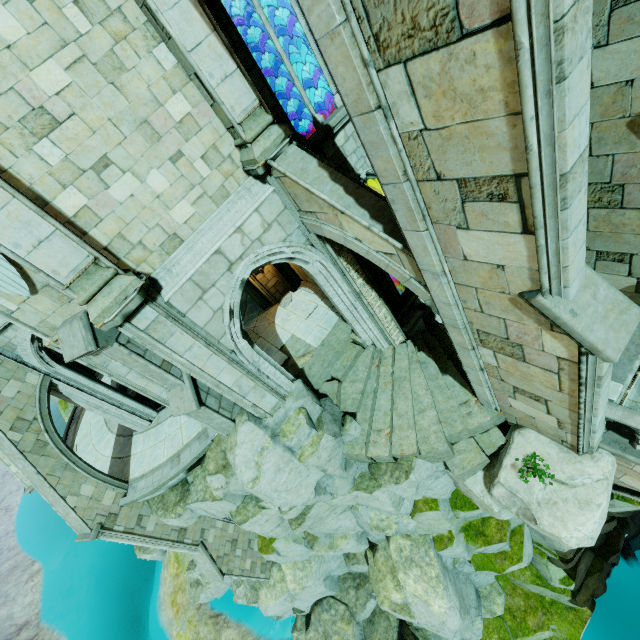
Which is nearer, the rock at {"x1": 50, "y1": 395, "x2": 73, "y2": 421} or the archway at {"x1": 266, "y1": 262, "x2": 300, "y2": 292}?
the archway at {"x1": 266, "y1": 262, "x2": 300, "y2": 292}

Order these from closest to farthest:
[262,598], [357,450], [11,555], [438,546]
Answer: [357,450]
[438,546]
[262,598]
[11,555]

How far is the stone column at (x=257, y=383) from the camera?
5.97m

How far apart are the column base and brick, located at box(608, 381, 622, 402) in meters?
4.8

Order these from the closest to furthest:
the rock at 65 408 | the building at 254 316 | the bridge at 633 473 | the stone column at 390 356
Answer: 1. the bridge at 633 473
2. the stone column at 390 356
3. the building at 254 316
4. the rock at 65 408

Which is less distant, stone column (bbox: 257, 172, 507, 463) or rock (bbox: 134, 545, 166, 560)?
stone column (bbox: 257, 172, 507, 463)

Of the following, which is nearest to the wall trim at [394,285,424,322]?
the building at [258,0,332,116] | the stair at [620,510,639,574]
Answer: the building at [258,0,332,116]

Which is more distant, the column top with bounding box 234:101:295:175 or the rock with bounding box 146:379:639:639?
the rock with bounding box 146:379:639:639
